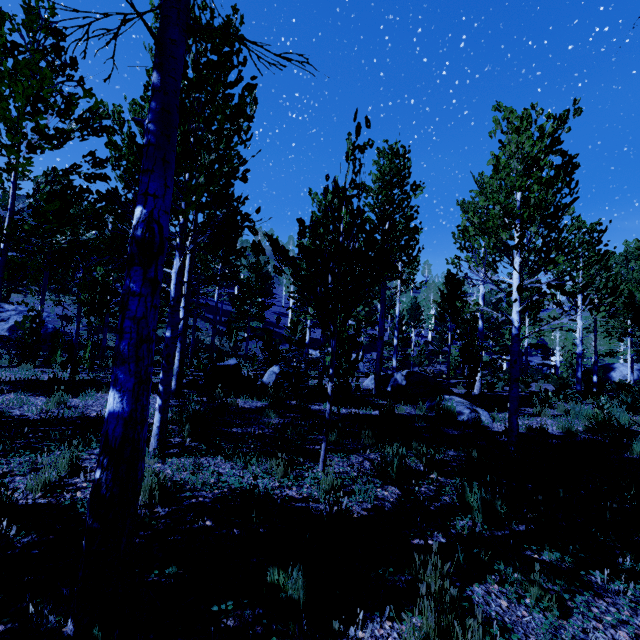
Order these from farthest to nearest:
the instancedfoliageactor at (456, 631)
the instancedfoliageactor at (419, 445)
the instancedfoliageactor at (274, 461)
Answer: the instancedfoliageactor at (419, 445) → the instancedfoliageactor at (274, 461) → the instancedfoliageactor at (456, 631)

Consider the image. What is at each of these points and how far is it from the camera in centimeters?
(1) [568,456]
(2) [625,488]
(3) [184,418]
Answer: (1) instancedfoliageactor, 574cm
(2) instancedfoliageactor, 473cm
(3) instancedfoliageactor, 541cm

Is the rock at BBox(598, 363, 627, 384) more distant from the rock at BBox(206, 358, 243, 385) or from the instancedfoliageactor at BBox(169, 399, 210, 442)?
the rock at BBox(206, 358, 243, 385)

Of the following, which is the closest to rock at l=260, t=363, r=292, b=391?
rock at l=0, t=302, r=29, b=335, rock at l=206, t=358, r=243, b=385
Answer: rock at l=206, t=358, r=243, b=385

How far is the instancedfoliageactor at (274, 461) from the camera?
4.2 meters

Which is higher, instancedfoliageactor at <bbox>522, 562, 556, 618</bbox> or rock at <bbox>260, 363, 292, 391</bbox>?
rock at <bbox>260, 363, 292, 391</bbox>

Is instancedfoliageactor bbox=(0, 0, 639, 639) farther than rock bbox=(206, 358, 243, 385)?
No

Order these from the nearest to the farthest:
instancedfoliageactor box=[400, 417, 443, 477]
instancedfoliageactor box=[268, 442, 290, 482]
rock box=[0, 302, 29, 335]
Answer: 1. instancedfoliageactor box=[268, 442, 290, 482]
2. instancedfoliageactor box=[400, 417, 443, 477]
3. rock box=[0, 302, 29, 335]
